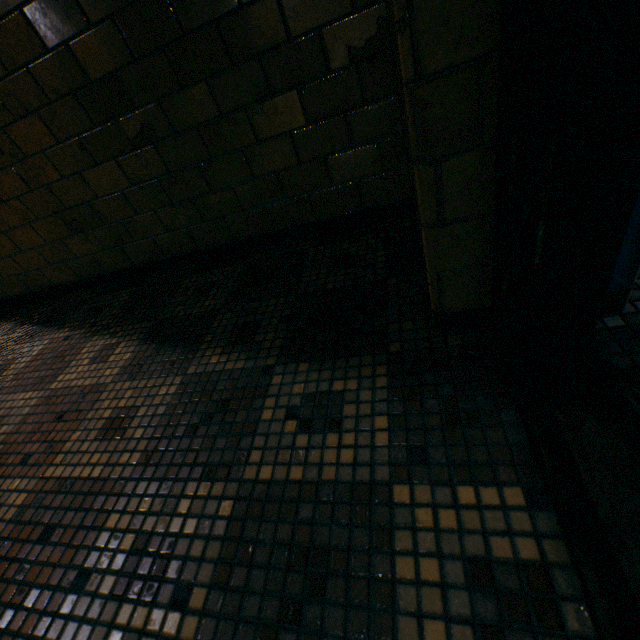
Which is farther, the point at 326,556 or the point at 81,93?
the point at 81,93
